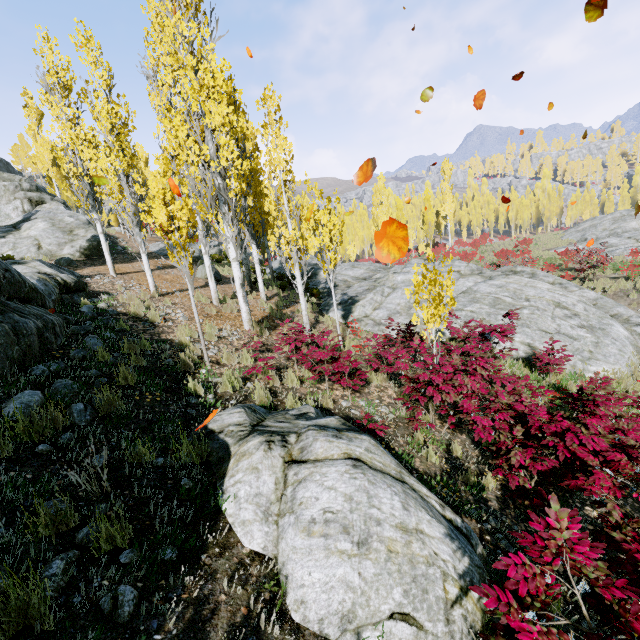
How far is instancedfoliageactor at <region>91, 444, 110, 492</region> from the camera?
2.8m

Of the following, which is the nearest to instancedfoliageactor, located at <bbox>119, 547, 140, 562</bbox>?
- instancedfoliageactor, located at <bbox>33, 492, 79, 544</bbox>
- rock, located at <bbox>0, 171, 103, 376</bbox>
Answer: rock, located at <bbox>0, 171, 103, 376</bbox>

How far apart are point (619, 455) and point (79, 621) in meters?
5.5 m

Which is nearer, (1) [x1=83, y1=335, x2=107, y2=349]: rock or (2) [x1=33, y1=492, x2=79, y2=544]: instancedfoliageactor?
(2) [x1=33, y1=492, x2=79, y2=544]: instancedfoliageactor

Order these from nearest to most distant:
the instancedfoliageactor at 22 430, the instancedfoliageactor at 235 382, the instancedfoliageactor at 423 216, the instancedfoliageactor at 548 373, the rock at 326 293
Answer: the instancedfoliageactor at 22 430, the instancedfoliageactor at 235 382, the instancedfoliageactor at 548 373, the rock at 326 293, the instancedfoliageactor at 423 216

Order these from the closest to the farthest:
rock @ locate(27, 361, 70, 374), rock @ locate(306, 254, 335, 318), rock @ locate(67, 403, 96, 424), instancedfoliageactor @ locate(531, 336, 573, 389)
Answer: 1. rock @ locate(67, 403, 96, 424)
2. rock @ locate(27, 361, 70, 374)
3. instancedfoliageactor @ locate(531, 336, 573, 389)
4. rock @ locate(306, 254, 335, 318)

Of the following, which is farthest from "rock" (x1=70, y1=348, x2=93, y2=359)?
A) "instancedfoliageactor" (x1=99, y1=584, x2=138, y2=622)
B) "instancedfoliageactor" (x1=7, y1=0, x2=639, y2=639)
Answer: "instancedfoliageactor" (x1=99, y1=584, x2=138, y2=622)

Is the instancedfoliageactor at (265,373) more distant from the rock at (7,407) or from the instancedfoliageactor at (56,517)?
the instancedfoliageactor at (56,517)
